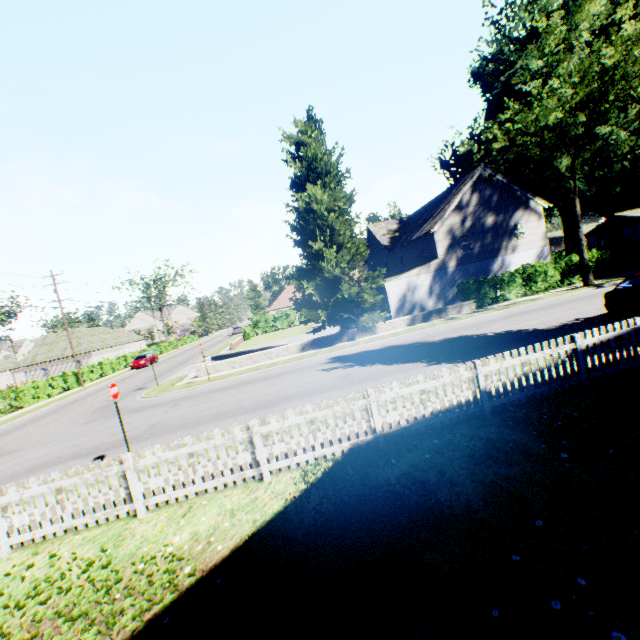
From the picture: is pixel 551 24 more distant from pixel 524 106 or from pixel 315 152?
pixel 315 152

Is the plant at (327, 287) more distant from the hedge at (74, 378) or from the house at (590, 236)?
the hedge at (74, 378)

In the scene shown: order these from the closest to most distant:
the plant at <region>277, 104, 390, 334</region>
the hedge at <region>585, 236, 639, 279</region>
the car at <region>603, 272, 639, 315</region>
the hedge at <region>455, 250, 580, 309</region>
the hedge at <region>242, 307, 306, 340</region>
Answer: the car at <region>603, 272, 639, 315</region>
the plant at <region>277, 104, 390, 334</region>
the hedge at <region>455, 250, 580, 309</region>
the hedge at <region>585, 236, 639, 279</region>
the hedge at <region>242, 307, 306, 340</region>

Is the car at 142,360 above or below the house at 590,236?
below

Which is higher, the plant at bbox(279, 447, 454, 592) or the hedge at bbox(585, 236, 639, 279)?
the hedge at bbox(585, 236, 639, 279)

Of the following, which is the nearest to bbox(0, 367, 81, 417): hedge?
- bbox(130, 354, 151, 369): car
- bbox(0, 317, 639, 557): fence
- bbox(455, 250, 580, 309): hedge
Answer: bbox(455, 250, 580, 309): hedge

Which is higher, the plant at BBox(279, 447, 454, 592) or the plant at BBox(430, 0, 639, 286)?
the plant at BBox(430, 0, 639, 286)

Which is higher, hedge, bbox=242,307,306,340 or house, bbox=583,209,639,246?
house, bbox=583,209,639,246
